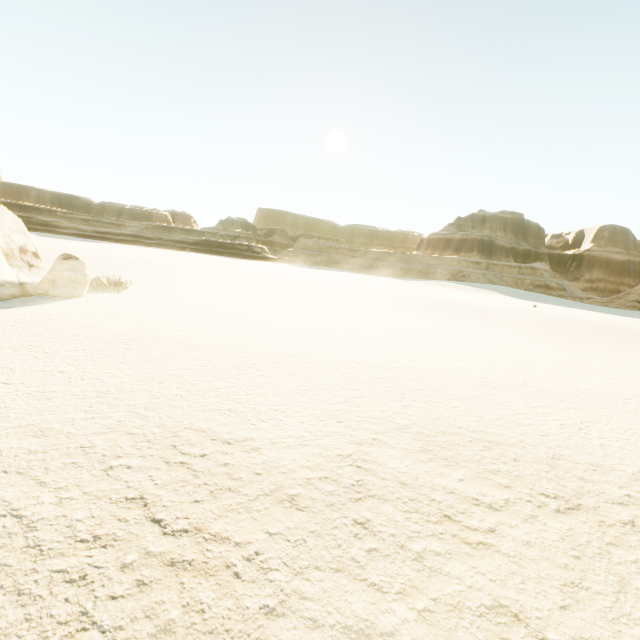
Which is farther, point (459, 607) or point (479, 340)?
point (479, 340)
